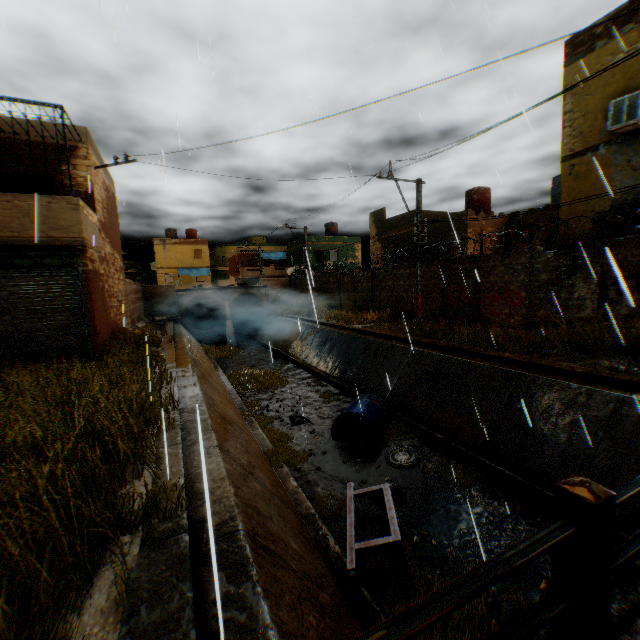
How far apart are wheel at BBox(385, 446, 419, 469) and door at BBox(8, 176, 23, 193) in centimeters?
1337cm

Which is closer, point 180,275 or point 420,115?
point 420,115

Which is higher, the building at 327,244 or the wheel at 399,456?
the building at 327,244

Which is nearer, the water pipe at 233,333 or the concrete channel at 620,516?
the concrete channel at 620,516

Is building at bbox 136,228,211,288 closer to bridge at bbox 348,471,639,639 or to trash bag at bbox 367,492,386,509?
bridge at bbox 348,471,639,639

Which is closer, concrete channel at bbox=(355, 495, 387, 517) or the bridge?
the bridge

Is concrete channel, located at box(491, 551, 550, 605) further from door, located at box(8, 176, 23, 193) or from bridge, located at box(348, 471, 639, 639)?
door, located at box(8, 176, 23, 193)

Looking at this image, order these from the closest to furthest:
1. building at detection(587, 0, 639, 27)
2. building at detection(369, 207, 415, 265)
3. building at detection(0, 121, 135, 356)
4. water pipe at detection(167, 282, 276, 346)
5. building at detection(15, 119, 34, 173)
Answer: building at detection(0, 121, 135, 356) < building at detection(587, 0, 639, 27) < building at detection(15, 119, 34, 173) < building at detection(369, 207, 415, 265) < water pipe at detection(167, 282, 276, 346)
